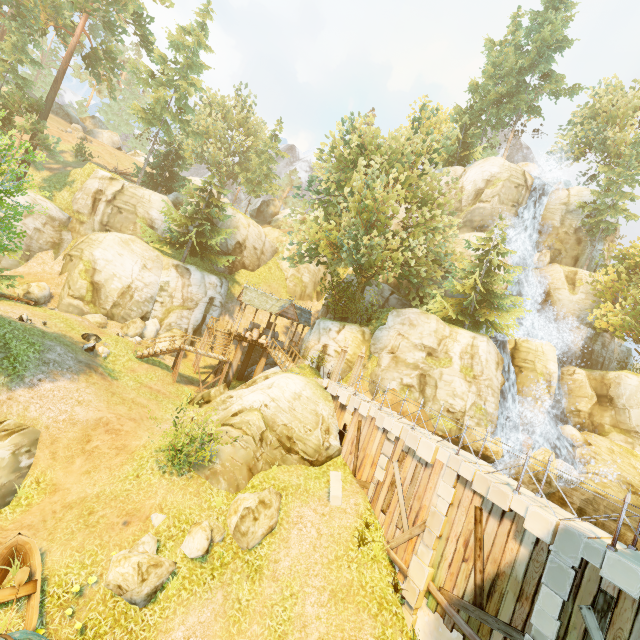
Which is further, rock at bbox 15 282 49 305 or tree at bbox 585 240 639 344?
tree at bbox 585 240 639 344

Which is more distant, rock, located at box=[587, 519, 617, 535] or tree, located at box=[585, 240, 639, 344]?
tree, located at box=[585, 240, 639, 344]

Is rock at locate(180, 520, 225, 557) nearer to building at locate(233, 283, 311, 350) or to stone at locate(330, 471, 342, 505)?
stone at locate(330, 471, 342, 505)

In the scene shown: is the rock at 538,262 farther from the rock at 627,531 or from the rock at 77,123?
the rock at 77,123

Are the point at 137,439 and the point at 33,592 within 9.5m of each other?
yes

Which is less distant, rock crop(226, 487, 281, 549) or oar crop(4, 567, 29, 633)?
oar crop(4, 567, 29, 633)

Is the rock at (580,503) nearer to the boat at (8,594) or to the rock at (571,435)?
the rock at (571,435)
